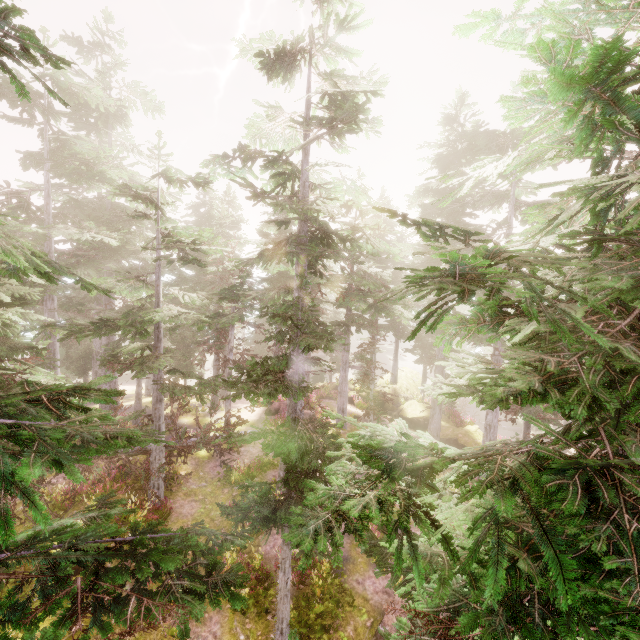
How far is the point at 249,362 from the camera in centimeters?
941cm

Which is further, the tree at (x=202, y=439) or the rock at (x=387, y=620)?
the tree at (x=202, y=439)

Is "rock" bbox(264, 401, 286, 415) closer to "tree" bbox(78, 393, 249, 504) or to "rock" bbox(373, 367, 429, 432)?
"tree" bbox(78, 393, 249, 504)

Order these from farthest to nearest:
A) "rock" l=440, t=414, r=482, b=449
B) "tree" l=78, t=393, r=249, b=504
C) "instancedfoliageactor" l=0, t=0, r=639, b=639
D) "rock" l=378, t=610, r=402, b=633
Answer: "rock" l=440, t=414, r=482, b=449 → "tree" l=78, t=393, r=249, b=504 → "rock" l=378, t=610, r=402, b=633 → "instancedfoliageactor" l=0, t=0, r=639, b=639

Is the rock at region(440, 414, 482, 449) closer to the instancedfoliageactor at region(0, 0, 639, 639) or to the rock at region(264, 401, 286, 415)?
the instancedfoliageactor at region(0, 0, 639, 639)

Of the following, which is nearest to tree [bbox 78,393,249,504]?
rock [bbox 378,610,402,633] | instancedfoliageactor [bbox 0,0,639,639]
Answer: instancedfoliageactor [bbox 0,0,639,639]

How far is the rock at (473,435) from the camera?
22.17m

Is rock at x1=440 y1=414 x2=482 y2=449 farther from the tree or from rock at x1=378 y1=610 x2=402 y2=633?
the tree
